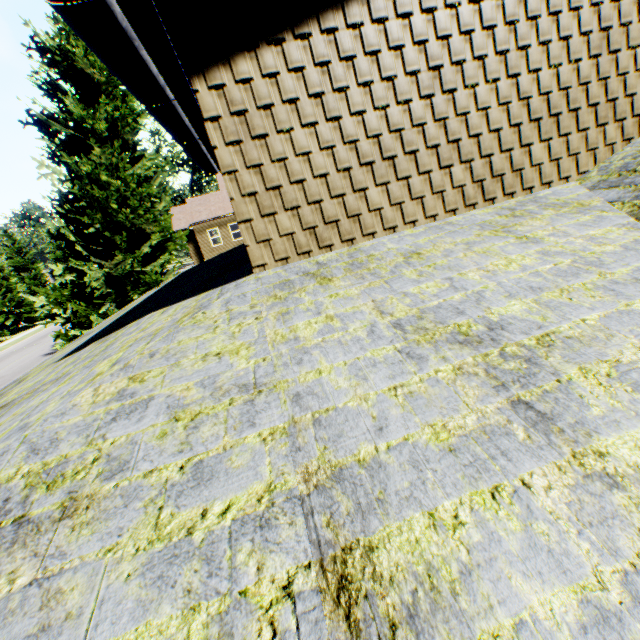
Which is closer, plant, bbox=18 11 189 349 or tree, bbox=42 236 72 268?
plant, bbox=18 11 189 349

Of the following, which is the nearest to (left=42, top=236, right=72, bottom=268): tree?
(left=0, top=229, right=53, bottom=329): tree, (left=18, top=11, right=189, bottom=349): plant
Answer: (left=0, top=229, right=53, bottom=329): tree

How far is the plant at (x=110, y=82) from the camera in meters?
12.7 m

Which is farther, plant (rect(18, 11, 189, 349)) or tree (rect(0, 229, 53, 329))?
tree (rect(0, 229, 53, 329))

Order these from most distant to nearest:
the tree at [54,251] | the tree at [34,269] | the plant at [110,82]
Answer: the tree at [54,251]
the tree at [34,269]
the plant at [110,82]

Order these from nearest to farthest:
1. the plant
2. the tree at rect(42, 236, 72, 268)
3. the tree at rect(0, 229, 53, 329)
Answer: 1. the plant
2. the tree at rect(0, 229, 53, 329)
3. the tree at rect(42, 236, 72, 268)

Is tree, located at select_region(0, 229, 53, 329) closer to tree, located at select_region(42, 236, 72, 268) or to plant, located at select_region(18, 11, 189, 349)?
plant, located at select_region(18, 11, 189, 349)

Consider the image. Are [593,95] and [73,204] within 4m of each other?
no
